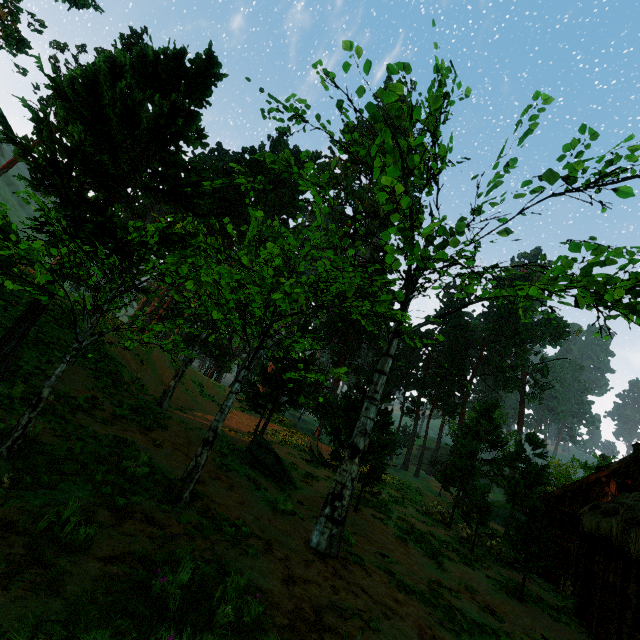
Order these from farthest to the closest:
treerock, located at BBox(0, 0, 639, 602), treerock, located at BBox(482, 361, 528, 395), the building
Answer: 1. treerock, located at BBox(482, 361, 528, 395)
2. the building
3. treerock, located at BBox(0, 0, 639, 602)

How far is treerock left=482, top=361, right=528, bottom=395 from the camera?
55.0m

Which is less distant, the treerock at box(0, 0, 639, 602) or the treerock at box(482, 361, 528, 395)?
the treerock at box(0, 0, 639, 602)

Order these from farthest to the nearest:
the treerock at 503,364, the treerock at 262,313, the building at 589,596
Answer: the treerock at 503,364
the building at 589,596
the treerock at 262,313

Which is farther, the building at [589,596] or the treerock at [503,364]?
the treerock at [503,364]

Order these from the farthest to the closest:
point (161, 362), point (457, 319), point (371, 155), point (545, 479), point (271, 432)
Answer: point (457, 319) → point (271, 432) → point (545, 479) → point (161, 362) → point (371, 155)

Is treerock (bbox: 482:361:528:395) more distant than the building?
Yes
